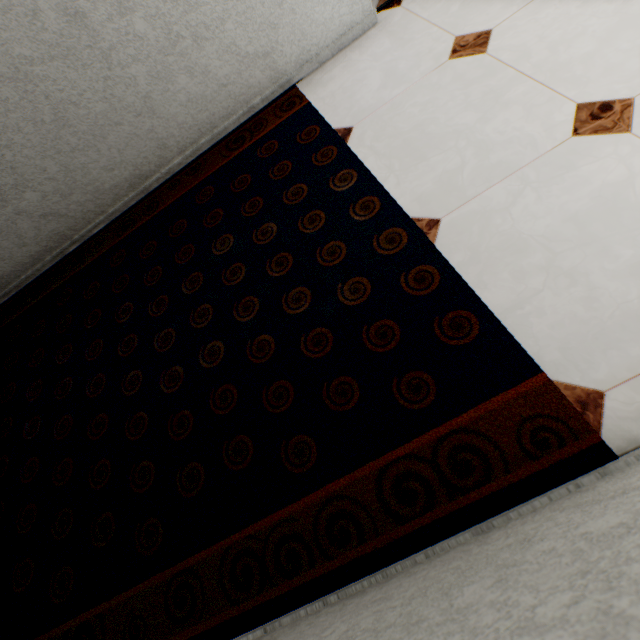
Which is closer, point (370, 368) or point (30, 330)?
point (370, 368)
